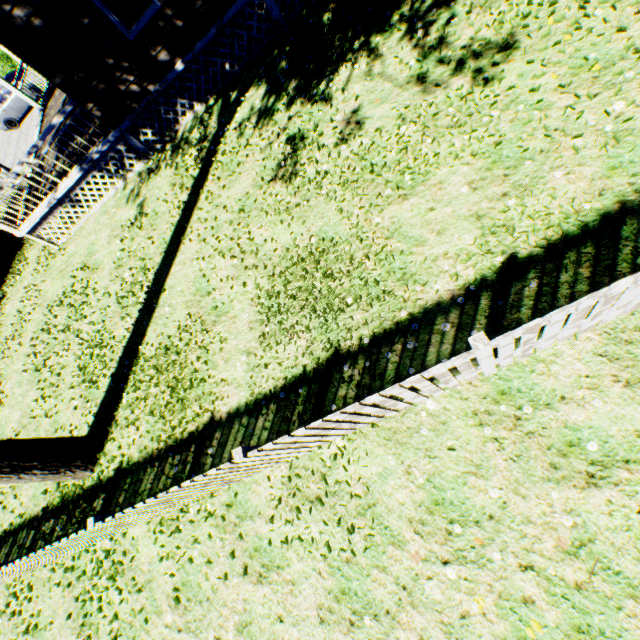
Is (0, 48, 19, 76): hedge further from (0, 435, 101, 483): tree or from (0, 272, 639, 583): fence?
(0, 435, 101, 483): tree

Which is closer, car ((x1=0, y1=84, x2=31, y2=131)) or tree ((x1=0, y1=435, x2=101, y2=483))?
tree ((x1=0, y1=435, x2=101, y2=483))

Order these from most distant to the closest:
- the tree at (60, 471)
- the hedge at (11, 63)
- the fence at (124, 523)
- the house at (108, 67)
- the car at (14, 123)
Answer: the hedge at (11, 63)
the car at (14, 123)
the house at (108, 67)
the tree at (60, 471)
the fence at (124, 523)

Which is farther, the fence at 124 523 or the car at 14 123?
the car at 14 123

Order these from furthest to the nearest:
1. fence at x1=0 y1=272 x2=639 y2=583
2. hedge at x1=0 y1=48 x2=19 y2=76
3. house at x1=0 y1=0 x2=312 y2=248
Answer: hedge at x1=0 y1=48 x2=19 y2=76 < house at x1=0 y1=0 x2=312 y2=248 < fence at x1=0 y1=272 x2=639 y2=583

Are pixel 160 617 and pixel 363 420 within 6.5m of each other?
yes

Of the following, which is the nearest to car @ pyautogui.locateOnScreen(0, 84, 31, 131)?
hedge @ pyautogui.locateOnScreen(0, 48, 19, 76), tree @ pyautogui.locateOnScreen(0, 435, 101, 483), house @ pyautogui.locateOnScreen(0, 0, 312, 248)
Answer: house @ pyautogui.locateOnScreen(0, 0, 312, 248)

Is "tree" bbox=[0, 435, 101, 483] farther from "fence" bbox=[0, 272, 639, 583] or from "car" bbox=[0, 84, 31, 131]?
"car" bbox=[0, 84, 31, 131]
